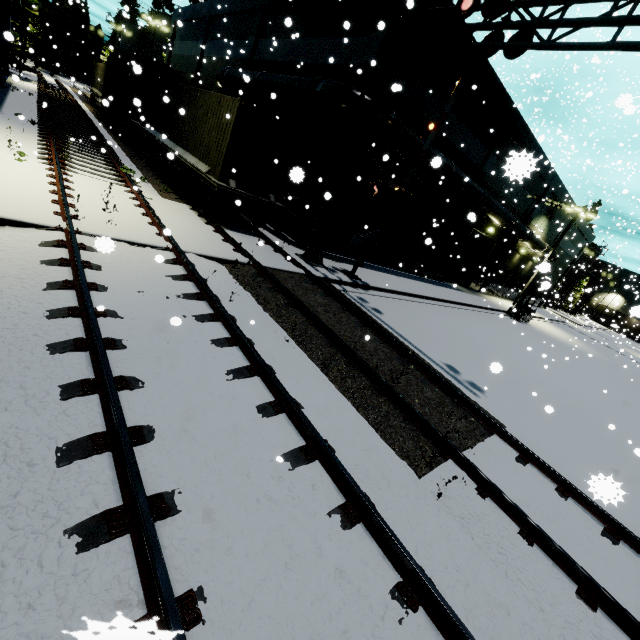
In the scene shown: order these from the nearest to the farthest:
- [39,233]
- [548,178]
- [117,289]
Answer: [117,289] → [39,233] → [548,178]

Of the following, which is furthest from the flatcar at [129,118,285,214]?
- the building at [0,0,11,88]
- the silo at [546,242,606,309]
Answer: the silo at [546,242,606,309]

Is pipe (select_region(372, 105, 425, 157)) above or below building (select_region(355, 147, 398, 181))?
above

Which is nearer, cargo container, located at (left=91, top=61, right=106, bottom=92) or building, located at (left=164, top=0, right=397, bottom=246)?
building, located at (left=164, top=0, right=397, bottom=246)

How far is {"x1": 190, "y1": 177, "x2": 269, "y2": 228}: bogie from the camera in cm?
1163

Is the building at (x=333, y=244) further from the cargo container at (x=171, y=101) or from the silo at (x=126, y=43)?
the silo at (x=126, y=43)

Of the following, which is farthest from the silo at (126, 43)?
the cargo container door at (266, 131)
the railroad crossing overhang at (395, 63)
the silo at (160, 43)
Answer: the railroad crossing overhang at (395, 63)

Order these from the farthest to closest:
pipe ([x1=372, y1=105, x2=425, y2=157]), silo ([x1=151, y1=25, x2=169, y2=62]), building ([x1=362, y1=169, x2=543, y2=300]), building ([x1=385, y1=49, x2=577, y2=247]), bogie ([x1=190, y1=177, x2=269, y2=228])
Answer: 1. silo ([x1=151, y1=25, x2=169, y2=62])
2. building ([x1=362, y1=169, x2=543, y2=300])
3. building ([x1=385, y1=49, x2=577, y2=247])
4. pipe ([x1=372, y1=105, x2=425, y2=157])
5. bogie ([x1=190, y1=177, x2=269, y2=228])
